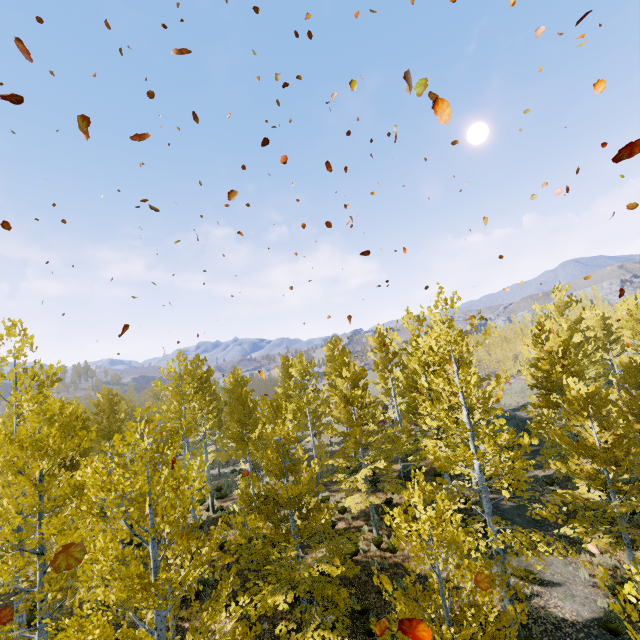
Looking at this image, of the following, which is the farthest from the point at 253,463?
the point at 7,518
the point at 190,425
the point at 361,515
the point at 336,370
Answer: the point at 7,518

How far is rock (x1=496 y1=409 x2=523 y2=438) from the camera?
27.4 meters

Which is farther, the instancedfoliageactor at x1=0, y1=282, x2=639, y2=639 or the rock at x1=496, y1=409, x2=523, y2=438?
the rock at x1=496, y1=409, x2=523, y2=438

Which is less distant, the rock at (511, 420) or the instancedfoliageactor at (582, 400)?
the instancedfoliageactor at (582, 400)

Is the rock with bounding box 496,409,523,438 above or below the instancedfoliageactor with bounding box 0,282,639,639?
below

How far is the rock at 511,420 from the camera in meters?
27.4 m
